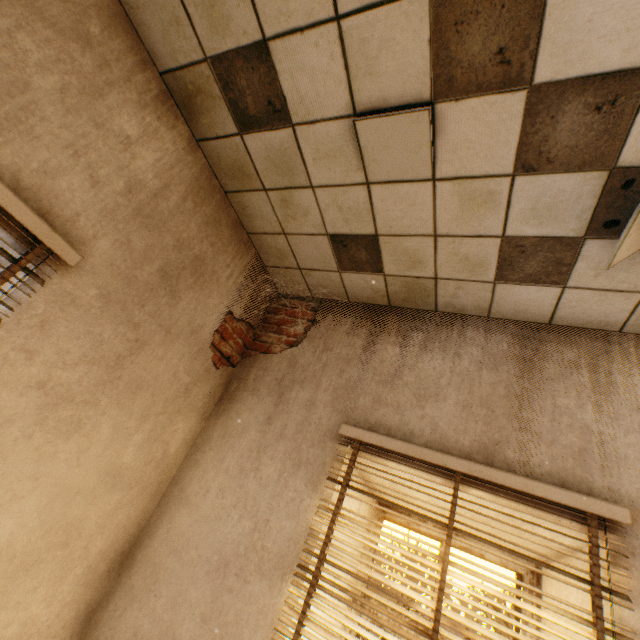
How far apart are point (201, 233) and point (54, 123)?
0.83m
